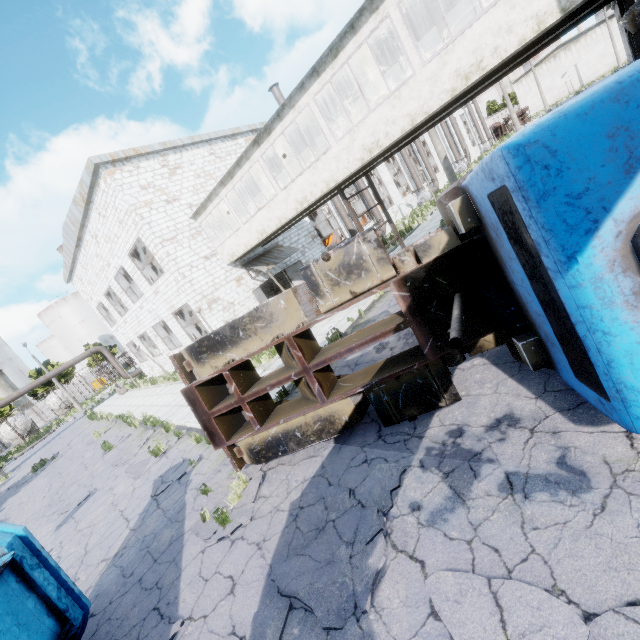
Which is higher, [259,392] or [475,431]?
[259,392]

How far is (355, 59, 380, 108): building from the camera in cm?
1173

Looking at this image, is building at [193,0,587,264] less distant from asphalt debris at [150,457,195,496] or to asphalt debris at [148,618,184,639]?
asphalt debris at [150,457,195,496]

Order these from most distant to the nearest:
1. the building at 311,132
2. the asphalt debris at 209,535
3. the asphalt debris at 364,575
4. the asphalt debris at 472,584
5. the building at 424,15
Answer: the building at 311,132 → the building at 424,15 → the asphalt debris at 209,535 → the asphalt debris at 364,575 → the asphalt debris at 472,584

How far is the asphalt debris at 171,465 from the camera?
8.2 meters

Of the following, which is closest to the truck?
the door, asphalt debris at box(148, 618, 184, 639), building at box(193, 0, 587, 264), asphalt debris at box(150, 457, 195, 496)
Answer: asphalt debris at box(150, 457, 195, 496)

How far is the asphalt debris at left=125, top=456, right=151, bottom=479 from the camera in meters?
10.0 m
